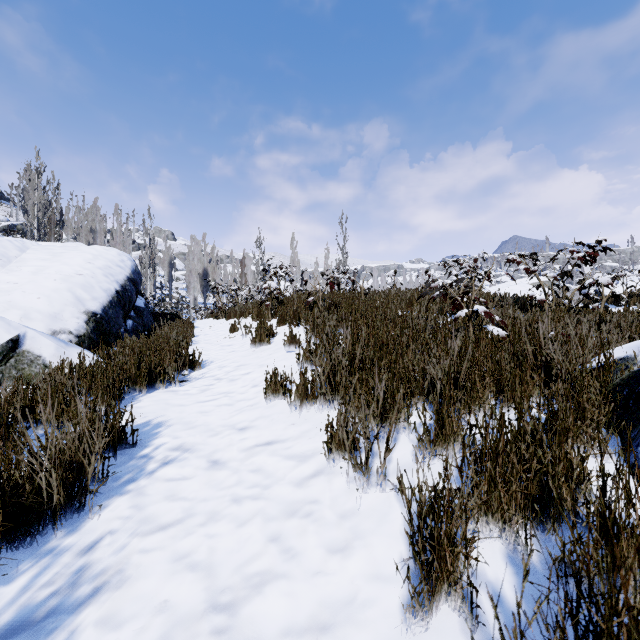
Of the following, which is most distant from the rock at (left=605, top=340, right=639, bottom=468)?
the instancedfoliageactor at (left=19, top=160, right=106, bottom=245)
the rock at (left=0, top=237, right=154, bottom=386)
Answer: the instancedfoliageactor at (left=19, top=160, right=106, bottom=245)

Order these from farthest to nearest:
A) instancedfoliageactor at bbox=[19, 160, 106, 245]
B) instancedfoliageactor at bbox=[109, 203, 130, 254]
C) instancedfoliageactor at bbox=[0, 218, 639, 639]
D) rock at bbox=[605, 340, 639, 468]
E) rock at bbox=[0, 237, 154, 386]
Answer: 1. instancedfoliageactor at bbox=[109, 203, 130, 254]
2. instancedfoliageactor at bbox=[19, 160, 106, 245]
3. rock at bbox=[0, 237, 154, 386]
4. rock at bbox=[605, 340, 639, 468]
5. instancedfoliageactor at bbox=[0, 218, 639, 639]

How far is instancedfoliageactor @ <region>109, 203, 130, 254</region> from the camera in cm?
4357

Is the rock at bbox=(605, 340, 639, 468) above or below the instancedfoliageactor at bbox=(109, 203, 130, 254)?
below

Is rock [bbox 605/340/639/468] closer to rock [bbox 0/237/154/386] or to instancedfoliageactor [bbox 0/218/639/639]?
rock [bbox 0/237/154/386]

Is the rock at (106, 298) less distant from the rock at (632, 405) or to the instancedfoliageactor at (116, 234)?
the instancedfoliageactor at (116, 234)

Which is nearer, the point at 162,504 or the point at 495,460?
the point at 495,460

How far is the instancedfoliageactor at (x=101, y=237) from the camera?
25.25m
